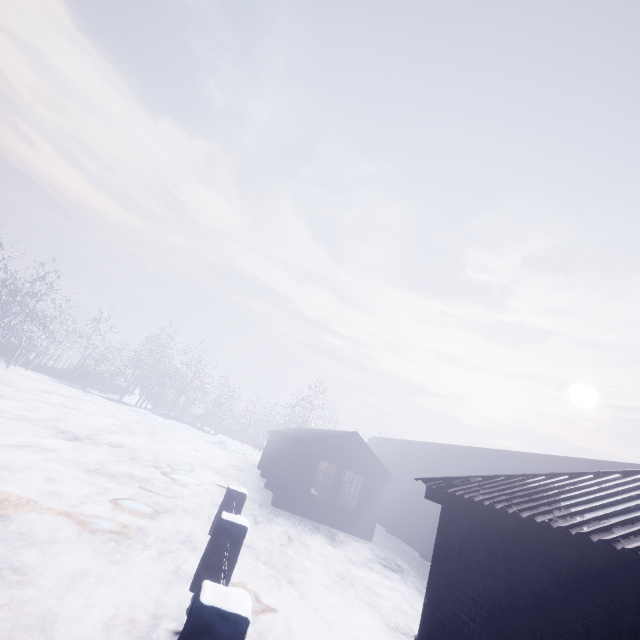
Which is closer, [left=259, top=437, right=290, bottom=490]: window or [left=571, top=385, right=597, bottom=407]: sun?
[left=259, top=437, right=290, bottom=490]: window

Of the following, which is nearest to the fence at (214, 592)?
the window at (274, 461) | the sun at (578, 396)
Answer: the window at (274, 461)

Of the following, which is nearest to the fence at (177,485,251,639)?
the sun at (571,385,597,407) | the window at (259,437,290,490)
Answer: the window at (259,437,290,490)

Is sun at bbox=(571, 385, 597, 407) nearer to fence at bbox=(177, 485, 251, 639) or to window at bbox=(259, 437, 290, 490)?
window at bbox=(259, 437, 290, 490)

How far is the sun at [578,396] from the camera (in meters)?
58.81

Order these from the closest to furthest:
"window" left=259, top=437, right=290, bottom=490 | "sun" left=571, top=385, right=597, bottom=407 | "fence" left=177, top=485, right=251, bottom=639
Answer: "fence" left=177, top=485, right=251, bottom=639, "window" left=259, top=437, right=290, bottom=490, "sun" left=571, top=385, right=597, bottom=407

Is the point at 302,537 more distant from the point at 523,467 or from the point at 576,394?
the point at 576,394

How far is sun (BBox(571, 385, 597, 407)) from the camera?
58.81m
